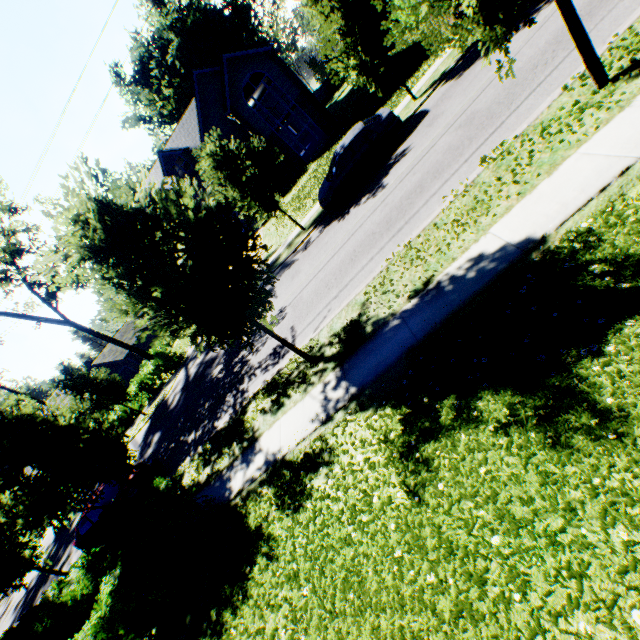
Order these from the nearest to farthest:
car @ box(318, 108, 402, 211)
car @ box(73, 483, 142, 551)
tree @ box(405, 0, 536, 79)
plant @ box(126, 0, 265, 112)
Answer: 1. tree @ box(405, 0, 536, 79)
2. car @ box(73, 483, 142, 551)
3. car @ box(318, 108, 402, 211)
4. plant @ box(126, 0, 265, 112)

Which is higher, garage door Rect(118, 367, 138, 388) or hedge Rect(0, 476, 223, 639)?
garage door Rect(118, 367, 138, 388)

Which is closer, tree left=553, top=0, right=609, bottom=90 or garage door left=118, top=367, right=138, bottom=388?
tree left=553, top=0, right=609, bottom=90

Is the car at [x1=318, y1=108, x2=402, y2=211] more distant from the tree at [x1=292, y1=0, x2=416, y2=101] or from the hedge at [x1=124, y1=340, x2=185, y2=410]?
the hedge at [x1=124, y1=340, x2=185, y2=410]

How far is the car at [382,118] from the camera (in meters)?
13.51

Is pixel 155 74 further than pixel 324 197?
Yes

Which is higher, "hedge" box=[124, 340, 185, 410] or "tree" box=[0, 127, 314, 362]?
"tree" box=[0, 127, 314, 362]

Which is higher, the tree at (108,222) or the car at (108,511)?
the tree at (108,222)
